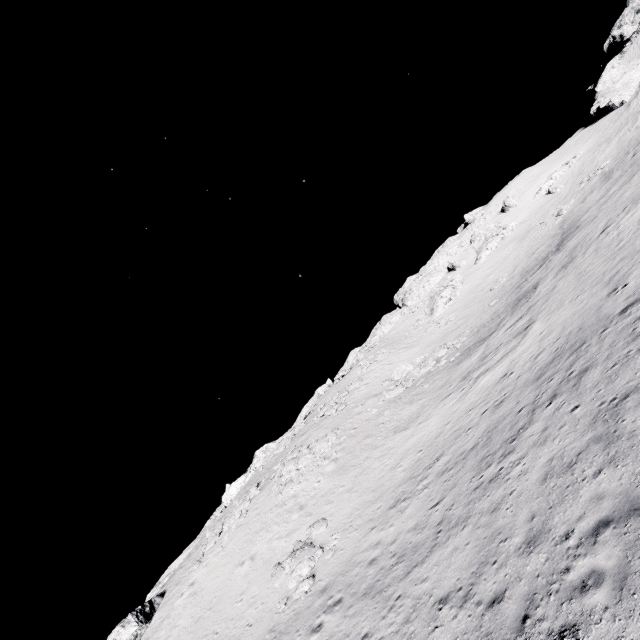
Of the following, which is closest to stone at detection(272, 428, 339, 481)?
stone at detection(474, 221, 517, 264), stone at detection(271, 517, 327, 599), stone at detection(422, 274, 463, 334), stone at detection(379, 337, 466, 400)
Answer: stone at detection(379, 337, 466, 400)

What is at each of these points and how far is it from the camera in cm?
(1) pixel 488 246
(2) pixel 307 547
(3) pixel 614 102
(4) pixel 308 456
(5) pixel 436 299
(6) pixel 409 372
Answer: (1) stone, 5784
(2) stone, 1902
(3) stone, 5912
(4) stone, 3070
(5) stone, 5353
(6) stone, 3400

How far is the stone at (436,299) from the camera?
46.2m

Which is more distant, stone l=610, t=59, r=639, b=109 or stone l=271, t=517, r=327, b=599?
stone l=610, t=59, r=639, b=109

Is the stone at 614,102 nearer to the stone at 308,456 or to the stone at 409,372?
the stone at 409,372

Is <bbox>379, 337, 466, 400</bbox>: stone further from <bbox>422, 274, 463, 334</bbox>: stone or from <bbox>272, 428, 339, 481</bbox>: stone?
<bbox>422, 274, 463, 334</bbox>: stone

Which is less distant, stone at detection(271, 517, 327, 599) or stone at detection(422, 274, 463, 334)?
stone at detection(271, 517, 327, 599)

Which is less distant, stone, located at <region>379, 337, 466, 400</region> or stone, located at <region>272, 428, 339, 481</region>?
stone, located at <region>272, 428, 339, 481</region>
